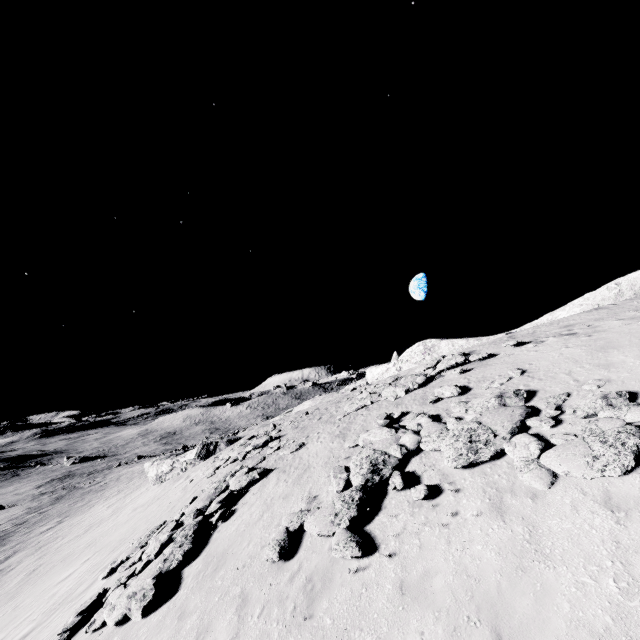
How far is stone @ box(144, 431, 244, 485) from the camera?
31.09m

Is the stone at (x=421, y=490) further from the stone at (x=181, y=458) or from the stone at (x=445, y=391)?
the stone at (x=181, y=458)

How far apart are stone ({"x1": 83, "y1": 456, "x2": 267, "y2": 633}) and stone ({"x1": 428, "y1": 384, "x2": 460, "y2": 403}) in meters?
10.2

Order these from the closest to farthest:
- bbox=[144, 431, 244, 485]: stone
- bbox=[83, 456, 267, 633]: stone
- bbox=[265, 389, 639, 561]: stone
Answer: bbox=[265, 389, 639, 561]: stone < bbox=[83, 456, 267, 633]: stone < bbox=[144, 431, 244, 485]: stone

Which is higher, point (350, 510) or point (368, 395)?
point (368, 395)

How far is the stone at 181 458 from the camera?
31.1m

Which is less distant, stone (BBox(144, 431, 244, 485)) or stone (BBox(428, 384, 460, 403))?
stone (BBox(428, 384, 460, 403))

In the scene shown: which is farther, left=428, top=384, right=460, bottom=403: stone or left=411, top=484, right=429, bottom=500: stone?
left=428, top=384, right=460, bottom=403: stone
